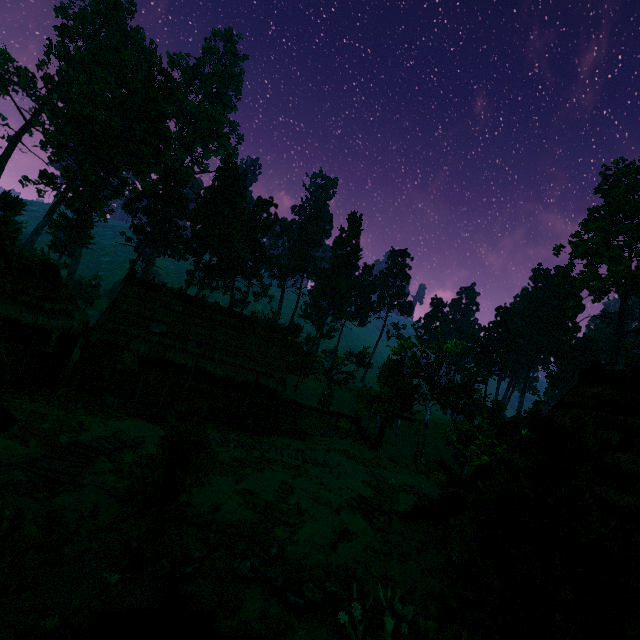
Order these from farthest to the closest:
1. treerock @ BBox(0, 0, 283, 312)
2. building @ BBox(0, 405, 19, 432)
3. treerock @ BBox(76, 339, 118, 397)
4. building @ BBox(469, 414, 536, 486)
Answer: treerock @ BBox(0, 0, 283, 312) → treerock @ BBox(76, 339, 118, 397) → building @ BBox(469, 414, 536, 486) → building @ BBox(0, 405, 19, 432)

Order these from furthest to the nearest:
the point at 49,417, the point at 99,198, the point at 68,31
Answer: the point at 99,198, the point at 68,31, the point at 49,417

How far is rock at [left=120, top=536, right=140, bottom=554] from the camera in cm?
817

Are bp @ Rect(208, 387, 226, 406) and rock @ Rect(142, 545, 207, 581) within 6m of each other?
no

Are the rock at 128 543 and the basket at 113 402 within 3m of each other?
no

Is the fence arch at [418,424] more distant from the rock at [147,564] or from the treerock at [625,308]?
the rock at [147,564]

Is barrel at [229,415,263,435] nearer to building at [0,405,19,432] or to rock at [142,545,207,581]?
building at [0,405,19,432]

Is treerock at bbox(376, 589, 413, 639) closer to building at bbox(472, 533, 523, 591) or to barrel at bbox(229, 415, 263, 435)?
building at bbox(472, 533, 523, 591)
